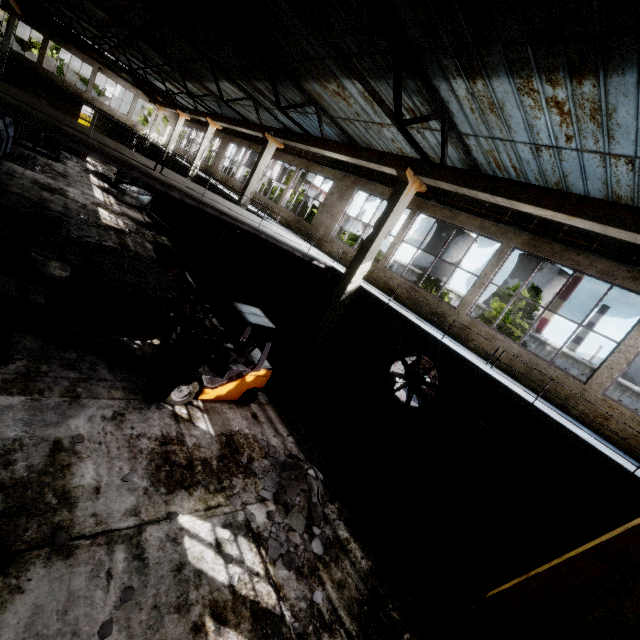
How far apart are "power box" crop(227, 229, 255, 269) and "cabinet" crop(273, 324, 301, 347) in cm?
845

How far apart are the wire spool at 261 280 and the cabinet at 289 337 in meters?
1.6

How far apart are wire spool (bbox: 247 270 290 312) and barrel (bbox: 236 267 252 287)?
1.56m

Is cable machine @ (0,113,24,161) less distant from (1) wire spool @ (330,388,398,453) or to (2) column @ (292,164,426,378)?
(2) column @ (292,164,426,378)

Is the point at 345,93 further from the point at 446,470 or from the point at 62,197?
the point at 62,197

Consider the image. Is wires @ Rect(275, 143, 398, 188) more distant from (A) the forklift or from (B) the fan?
(A) the forklift

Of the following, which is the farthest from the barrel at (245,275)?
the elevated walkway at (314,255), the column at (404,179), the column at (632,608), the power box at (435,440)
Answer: the column at (632,608)

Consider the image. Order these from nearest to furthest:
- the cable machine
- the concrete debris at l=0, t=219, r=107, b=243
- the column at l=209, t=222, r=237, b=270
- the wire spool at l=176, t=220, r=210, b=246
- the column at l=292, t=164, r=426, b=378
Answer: the column at l=292, t=164, r=426, b=378
the concrete debris at l=0, t=219, r=107, b=243
the cable machine
the column at l=209, t=222, r=237, b=270
the wire spool at l=176, t=220, r=210, b=246
